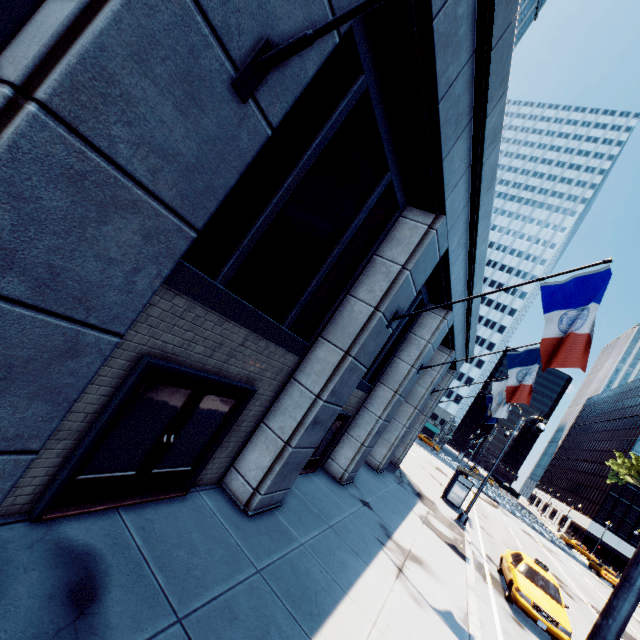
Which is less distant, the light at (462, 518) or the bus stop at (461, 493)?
the light at (462, 518)

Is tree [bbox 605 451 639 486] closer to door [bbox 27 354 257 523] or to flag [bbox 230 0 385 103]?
flag [bbox 230 0 385 103]

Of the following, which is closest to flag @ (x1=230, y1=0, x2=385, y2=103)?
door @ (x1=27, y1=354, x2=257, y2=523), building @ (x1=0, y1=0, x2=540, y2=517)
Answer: building @ (x1=0, y1=0, x2=540, y2=517)

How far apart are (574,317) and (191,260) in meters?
7.0

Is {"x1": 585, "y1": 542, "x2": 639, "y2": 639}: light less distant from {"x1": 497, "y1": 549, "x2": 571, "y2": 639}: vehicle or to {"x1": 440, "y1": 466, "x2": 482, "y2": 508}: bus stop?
{"x1": 497, "y1": 549, "x2": 571, "y2": 639}: vehicle

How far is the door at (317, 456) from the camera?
10.7m

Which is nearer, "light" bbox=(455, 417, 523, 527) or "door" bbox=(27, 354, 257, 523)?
"door" bbox=(27, 354, 257, 523)

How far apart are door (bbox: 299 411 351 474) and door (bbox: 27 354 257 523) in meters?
3.5
